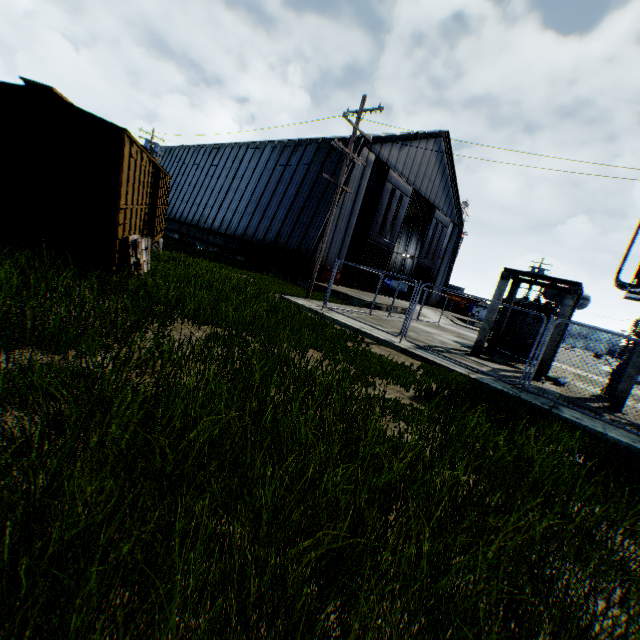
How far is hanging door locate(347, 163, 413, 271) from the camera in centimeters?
2703cm

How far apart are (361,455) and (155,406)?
1.7m

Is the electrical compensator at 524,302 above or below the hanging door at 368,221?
below

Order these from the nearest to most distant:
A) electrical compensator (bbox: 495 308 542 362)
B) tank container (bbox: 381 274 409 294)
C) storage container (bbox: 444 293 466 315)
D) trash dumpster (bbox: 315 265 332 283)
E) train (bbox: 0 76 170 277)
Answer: train (bbox: 0 76 170 277) < electrical compensator (bbox: 495 308 542 362) < trash dumpster (bbox: 315 265 332 283) < tank container (bbox: 381 274 409 294) < storage container (bbox: 444 293 466 315)

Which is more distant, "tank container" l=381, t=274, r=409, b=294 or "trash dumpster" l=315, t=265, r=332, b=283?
"tank container" l=381, t=274, r=409, b=294

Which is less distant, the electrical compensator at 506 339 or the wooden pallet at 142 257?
the wooden pallet at 142 257

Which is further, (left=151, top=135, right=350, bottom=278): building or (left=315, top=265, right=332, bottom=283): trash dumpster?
(left=151, top=135, right=350, bottom=278): building

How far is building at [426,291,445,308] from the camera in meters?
40.7
